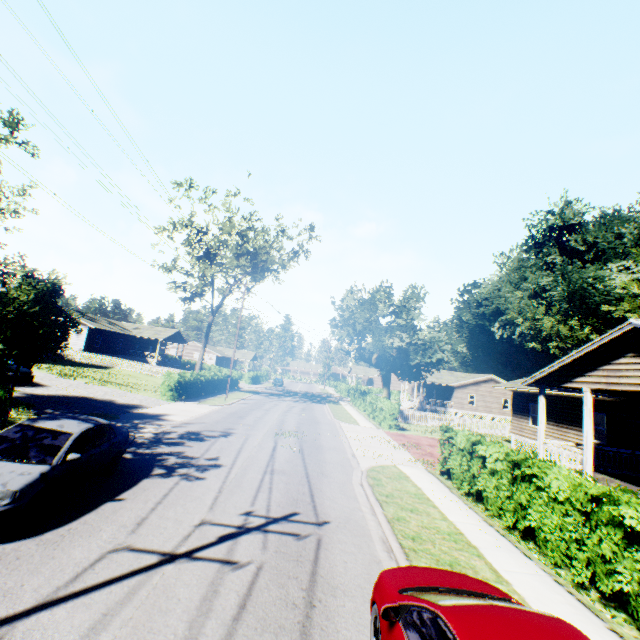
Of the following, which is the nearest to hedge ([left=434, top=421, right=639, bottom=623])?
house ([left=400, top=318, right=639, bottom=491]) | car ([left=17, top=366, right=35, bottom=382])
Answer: house ([left=400, top=318, right=639, bottom=491])

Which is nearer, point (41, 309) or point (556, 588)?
point (556, 588)

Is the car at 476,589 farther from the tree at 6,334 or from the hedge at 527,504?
the tree at 6,334

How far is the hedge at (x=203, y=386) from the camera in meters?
24.2

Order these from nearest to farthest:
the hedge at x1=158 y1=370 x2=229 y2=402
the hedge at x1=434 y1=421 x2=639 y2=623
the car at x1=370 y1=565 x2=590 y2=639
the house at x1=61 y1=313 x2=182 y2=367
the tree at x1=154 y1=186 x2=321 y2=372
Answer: the car at x1=370 y1=565 x2=590 y2=639 → the hedge at x1=434 y1=421 x2=639 y2=623 → the hedge at x1=158 y1=370 x2=229 y2=402 → the tree at x1=154 y1=186 x2=321 y2=372 → the house at x1=61 y1=313 x2=182 y2=367

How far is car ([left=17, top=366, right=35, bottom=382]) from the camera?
18.6 meters

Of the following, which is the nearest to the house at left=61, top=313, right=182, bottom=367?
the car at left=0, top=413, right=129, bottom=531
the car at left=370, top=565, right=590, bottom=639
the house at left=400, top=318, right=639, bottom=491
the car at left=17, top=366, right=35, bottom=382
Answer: the car at left=17, top=366, right=35, bottom=382

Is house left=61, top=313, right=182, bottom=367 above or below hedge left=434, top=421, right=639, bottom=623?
above
